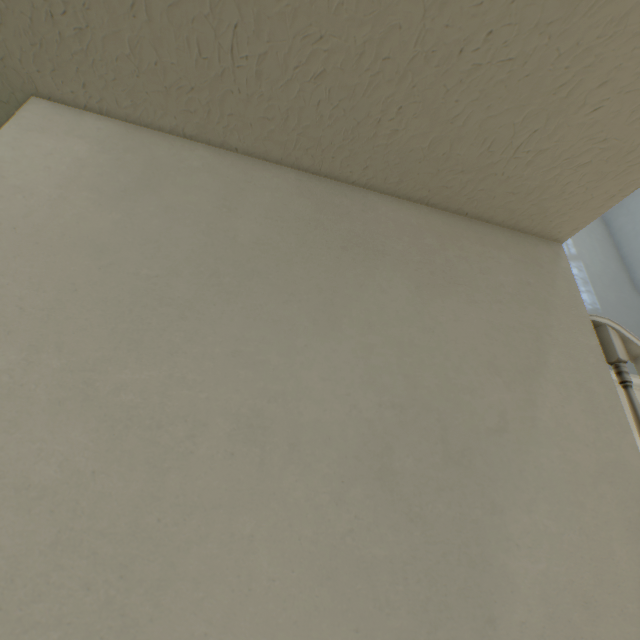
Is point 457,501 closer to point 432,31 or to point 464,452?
point 464,452
